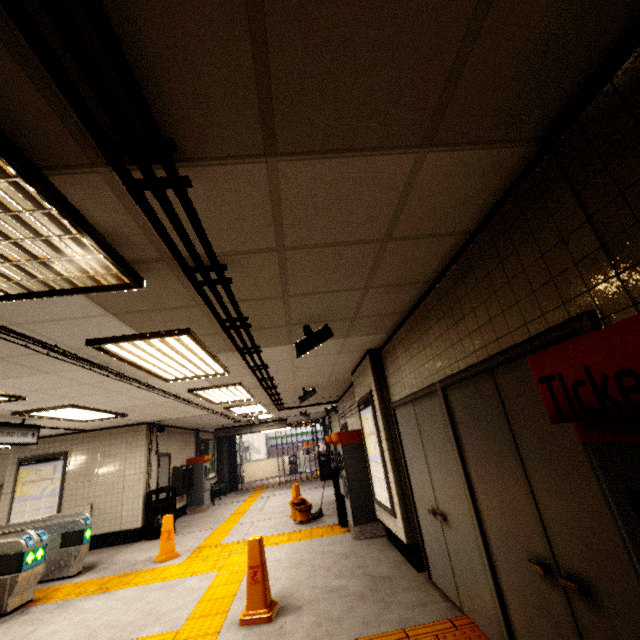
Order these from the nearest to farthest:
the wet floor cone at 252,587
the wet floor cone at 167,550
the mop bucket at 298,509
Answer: the wet floor cone at 252,587
the wet floor cone at 167,550
the mop bucket at 298,509

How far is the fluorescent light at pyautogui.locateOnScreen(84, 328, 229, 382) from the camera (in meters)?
3.20

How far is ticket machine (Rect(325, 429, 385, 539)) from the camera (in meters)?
5.91

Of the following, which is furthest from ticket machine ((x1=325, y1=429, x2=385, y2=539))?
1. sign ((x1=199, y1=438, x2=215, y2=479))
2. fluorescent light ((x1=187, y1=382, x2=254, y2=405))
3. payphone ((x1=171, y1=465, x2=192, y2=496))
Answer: sign ((x1=199, y1=438, x2=215, y2=479))

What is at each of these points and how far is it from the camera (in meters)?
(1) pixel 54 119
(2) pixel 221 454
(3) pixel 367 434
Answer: (1) storm drain, 1.21
(2) concrete pillar, 16.48
(3) sign, 5.72

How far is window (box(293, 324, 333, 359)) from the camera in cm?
353

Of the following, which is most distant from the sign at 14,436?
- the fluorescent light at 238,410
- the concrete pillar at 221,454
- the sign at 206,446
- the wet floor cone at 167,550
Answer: the concrete pillar at 221,454

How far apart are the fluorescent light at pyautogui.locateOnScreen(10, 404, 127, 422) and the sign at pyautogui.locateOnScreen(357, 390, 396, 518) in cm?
517
